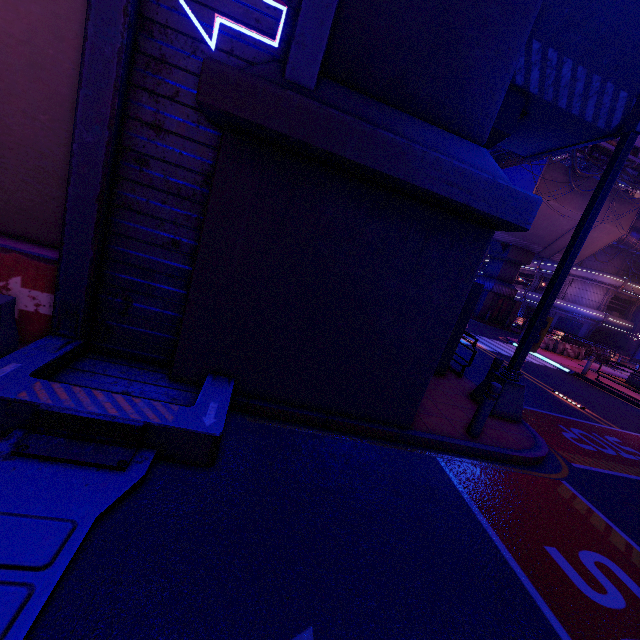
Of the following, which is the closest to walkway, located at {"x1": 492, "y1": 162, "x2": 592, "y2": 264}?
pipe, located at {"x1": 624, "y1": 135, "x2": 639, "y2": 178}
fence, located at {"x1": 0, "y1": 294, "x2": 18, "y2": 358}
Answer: pipe, located at {"x1": 624, "y1": 135, "x2": 639, "y2": 178}

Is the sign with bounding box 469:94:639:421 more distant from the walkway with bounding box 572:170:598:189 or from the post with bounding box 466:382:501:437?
the walkway with bounding box 572:170:598:189

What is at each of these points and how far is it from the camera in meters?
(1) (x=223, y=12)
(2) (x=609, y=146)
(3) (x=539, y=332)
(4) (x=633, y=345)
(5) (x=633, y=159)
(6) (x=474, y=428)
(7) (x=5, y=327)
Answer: (1) tunnel, 3.8 m
(2) pipe, 21.5 m
(3) sign, 7.2 m
(4) tunnel, 42.3 m
(5) pipe, 22.0 m
(6) post, 5.8 m
(7) fence, 3.7 m

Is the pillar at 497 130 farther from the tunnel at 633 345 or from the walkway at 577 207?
the tunnel at 633 345

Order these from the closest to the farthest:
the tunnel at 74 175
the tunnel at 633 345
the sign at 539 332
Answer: the tunnel at 74 175, the sign at 539 332, the tunnel at 633 345

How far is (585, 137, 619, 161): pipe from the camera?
21.46m

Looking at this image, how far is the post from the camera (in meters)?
5.66

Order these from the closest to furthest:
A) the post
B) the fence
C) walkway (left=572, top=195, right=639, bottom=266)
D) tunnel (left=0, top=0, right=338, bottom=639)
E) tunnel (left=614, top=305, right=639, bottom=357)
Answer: tunnel (left=0, top=0, right=338, bottom=639) < the fence < the post < walkway (left=572, top=195, right=639, bottom=266) < tunnel (left=614, top=305, right=639, bottom=357)
